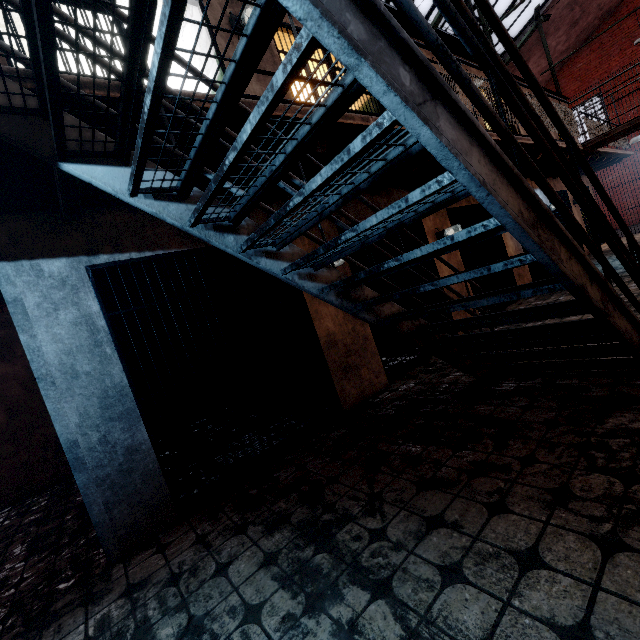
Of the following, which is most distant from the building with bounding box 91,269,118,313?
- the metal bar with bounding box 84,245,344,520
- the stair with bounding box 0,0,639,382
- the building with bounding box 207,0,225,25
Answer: the stair with bounding box 0,0,639,382

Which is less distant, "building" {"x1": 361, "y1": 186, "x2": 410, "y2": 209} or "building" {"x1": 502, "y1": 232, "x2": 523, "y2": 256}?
"building" {"x1": 361, "y1": 186, "x2": 410, "y2": 209}

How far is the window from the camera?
10.9m

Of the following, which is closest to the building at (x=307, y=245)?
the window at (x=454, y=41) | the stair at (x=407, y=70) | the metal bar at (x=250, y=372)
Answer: the metal bar at (x=250, y=372)

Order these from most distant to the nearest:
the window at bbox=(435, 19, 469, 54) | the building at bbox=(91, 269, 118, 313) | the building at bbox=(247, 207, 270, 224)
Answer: the window at bbox=(435, 19, 469, 54) < the building at bbox=(91, 269, 118, 313) < the building at bbox=(247, 207, 270, 224)

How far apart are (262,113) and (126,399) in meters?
2.7 m

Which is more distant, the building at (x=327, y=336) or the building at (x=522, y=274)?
the building at (x=522, y=274)

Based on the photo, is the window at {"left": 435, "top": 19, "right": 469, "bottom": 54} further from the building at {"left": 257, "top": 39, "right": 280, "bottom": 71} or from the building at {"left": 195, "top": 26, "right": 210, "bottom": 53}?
the building at {"left": 257, "top": 39, "right": 280, "bottom": 71}
